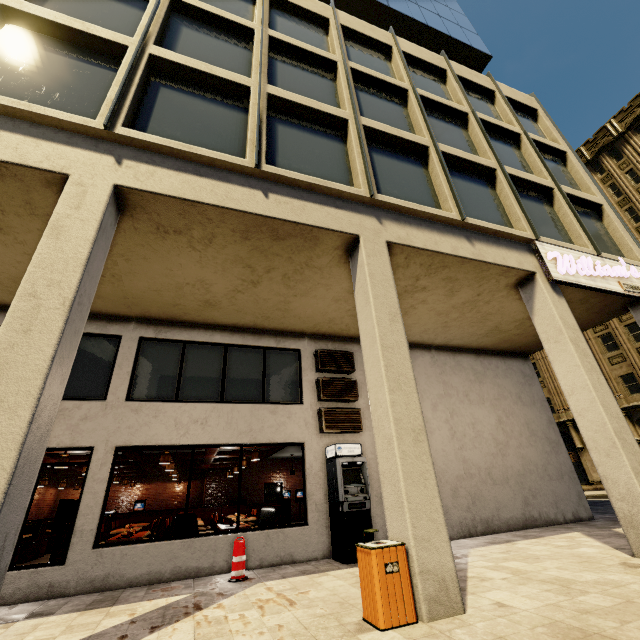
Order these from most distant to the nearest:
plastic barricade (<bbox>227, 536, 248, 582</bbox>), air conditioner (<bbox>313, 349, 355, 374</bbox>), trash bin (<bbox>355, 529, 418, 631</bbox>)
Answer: air conditioner (<bbox>313, 349, 355, 374</bbox>) < plastic barricade (<bbox>227, 536, 248, 582</bbox>) < trash bin (<bbox>355, 529, 418, 631</bbox>)

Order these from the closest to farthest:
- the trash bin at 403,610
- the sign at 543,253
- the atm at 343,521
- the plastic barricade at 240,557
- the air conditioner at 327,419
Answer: the trash bin at 403,610
the plastic barricade at 240,557
the atm at 343,521
the sign at 543,253
the air conditioner at 327,419

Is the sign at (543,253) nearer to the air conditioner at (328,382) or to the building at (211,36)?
the building at (211,36)

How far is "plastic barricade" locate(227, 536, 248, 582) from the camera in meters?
6.3

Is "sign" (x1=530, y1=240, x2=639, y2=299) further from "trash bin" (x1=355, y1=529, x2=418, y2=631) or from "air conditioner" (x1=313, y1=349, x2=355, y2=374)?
"trash bin" (x1=355, y1=529, x2=418, y2=631)

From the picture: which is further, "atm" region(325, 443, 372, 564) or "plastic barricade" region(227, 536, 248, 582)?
"atm" region(325, 443, 372, 564)

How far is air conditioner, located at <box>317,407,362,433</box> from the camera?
9.0m

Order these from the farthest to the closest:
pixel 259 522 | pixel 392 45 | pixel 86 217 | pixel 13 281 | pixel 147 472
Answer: pixel 147 472, pixel 392 45, pixel 259 522, pixel 13 281, pixel 86 217
